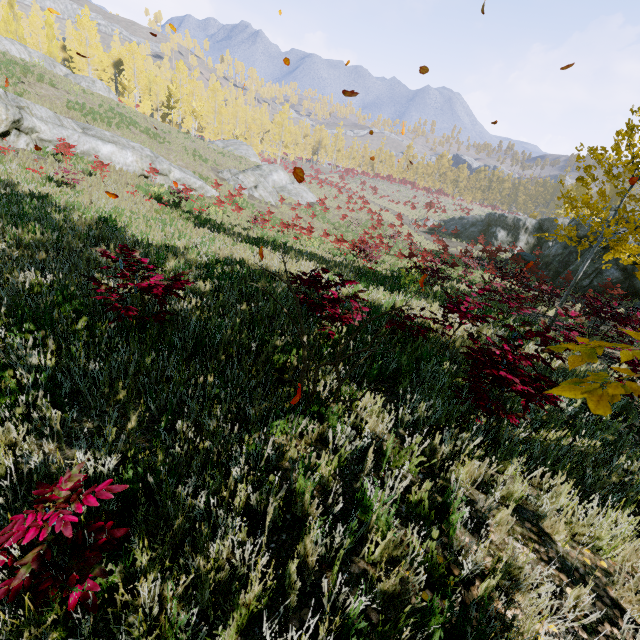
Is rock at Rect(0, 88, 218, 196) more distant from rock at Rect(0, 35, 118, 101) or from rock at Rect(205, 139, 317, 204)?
rock at Rect(0, 35, 118, 101)

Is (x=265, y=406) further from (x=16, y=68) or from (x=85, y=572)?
(x=16, y=68)

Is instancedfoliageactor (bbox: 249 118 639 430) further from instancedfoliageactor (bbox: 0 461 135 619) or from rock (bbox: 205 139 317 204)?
rock (bbox: 205 139 317 204)

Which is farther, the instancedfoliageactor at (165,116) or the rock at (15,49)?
the instancedfoliageactor at (165,116)

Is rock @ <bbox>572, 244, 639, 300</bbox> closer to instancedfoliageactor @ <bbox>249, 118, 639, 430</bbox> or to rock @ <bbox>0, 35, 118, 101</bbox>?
instancedfoliageactor @ <bbox>249, 118, 639, 430</bbox>

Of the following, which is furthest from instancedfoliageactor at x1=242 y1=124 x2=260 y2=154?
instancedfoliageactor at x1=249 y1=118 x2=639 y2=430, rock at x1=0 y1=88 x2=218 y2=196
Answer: rock at x1=0 y1=88 x2=218 y2=196

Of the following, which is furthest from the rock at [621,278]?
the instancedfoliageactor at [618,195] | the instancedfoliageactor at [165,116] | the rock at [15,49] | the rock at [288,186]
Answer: the rock at [15,49]

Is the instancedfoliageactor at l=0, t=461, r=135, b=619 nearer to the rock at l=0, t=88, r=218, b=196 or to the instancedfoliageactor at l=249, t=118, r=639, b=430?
the instancedfoliageactor at l=249, t=118, r=639, b=430
